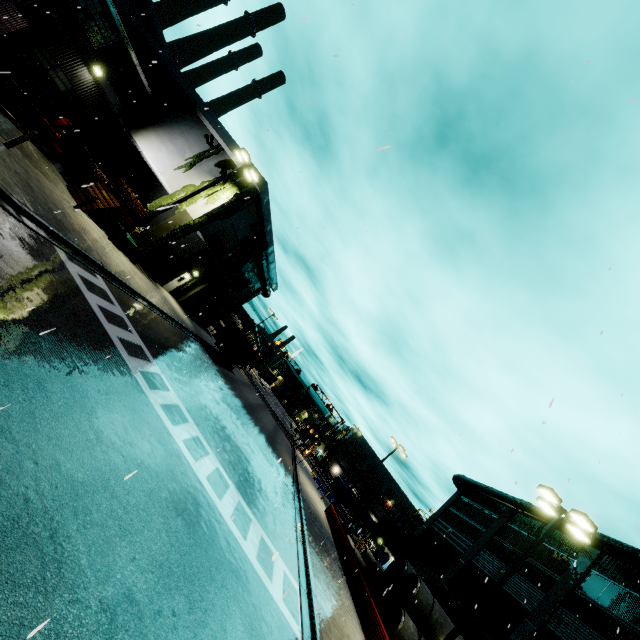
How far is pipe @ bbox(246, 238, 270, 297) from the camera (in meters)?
30.11

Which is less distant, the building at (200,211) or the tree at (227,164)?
the building at (200,211)

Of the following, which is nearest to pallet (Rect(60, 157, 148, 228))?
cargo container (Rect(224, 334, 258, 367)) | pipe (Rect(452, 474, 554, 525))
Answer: cargo container (Rect(224, 334, 258, 367))

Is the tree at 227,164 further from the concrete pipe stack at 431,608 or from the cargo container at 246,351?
the cargo container at 246,351

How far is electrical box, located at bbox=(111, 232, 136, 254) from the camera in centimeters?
1950cm

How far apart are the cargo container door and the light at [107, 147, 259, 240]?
12.62m

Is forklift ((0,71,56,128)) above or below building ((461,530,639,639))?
below

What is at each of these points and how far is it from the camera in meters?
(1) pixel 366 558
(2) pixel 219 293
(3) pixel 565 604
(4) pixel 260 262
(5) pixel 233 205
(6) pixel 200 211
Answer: (1) concrete pipe, 26.2 m
(2) roll-up door, 36.5 m
(3) building, 19.3 m
(4) pipe, 31.5 m
(5) tree, 23.2 m
(6) building, 22.1 m
